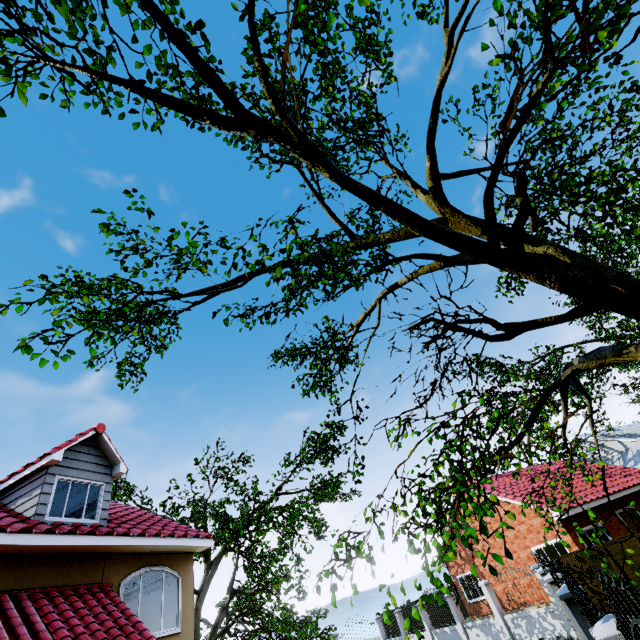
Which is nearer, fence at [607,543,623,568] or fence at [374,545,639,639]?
fence at [374,545,639,639]

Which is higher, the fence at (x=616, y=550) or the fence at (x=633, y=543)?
the fence at (x=633, y=543)

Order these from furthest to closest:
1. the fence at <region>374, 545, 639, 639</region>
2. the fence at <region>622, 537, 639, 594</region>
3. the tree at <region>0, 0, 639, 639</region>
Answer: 1. the fence at <region>622, 537, 639, 594</region>
2. the tree at <region>0, 0, 639, 639</region>
3. the fence at <region>374, 545, 639, 639</region>

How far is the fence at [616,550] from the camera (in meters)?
11.31

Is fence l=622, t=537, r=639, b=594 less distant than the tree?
No

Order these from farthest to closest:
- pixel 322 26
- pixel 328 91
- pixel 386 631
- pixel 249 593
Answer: pixel 386 631 < pixel 249 593 < pixel 328 91 < pixel 322 26

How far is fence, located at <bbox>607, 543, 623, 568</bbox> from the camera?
11.31m
